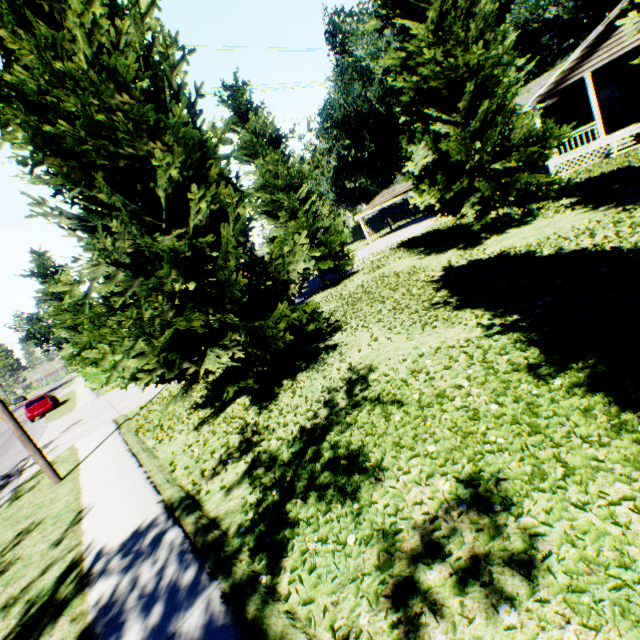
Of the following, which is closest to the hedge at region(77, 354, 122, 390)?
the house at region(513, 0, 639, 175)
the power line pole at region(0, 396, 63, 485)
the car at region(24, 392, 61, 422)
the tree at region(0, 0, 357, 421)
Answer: the tree at region(0, 0, 357, 421)

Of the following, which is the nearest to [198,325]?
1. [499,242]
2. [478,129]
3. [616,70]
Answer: [499,242]

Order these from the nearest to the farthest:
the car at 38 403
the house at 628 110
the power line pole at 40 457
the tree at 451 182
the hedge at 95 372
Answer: the power line pole at 40 457, the tree at 451 182, the house at 628 110, the car at 38 403, the hedge at 95 372

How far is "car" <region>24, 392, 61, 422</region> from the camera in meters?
→ 24.1

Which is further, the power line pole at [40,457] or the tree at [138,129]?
the power line pole at [40,457]

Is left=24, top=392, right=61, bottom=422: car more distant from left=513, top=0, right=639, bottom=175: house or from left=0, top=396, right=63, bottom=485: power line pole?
left=513, top=0, right=639, bottom=175: house

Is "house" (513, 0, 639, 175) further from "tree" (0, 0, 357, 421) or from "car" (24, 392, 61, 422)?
"car" (24, 392, 61, 422)

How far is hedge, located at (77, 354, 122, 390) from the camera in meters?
24.9 m
